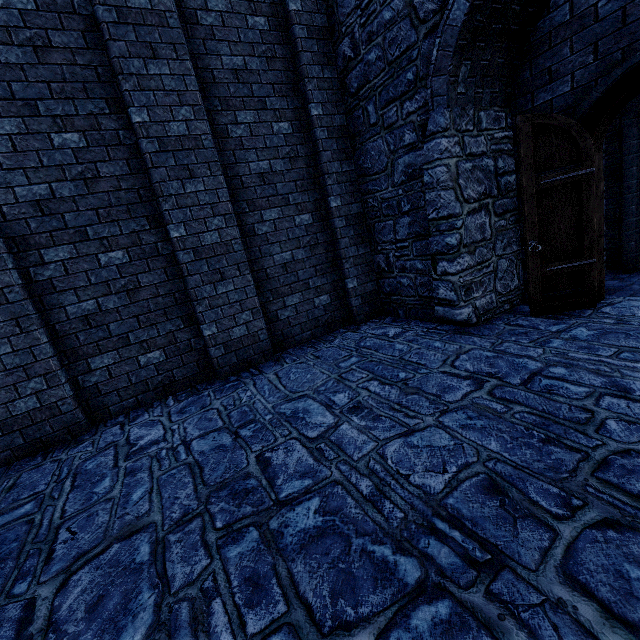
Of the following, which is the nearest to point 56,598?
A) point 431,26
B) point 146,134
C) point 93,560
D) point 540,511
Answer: point 93,560
